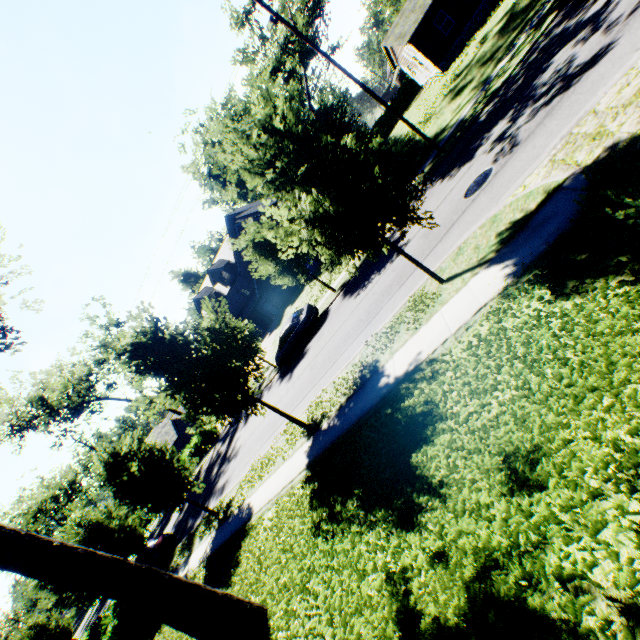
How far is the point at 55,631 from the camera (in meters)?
31.17

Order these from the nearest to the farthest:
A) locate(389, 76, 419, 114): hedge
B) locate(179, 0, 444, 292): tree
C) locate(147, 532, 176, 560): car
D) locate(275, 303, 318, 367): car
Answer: locate(179, 0, 444, 292): tree
locate(275, 303, 318, 367): car
locate(147, 532, 176, 560): car
locate(389, 76, 419, 114): hedge

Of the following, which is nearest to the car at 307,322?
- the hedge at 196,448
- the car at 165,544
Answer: the car at 165,544

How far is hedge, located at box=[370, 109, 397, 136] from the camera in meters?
49.1 m

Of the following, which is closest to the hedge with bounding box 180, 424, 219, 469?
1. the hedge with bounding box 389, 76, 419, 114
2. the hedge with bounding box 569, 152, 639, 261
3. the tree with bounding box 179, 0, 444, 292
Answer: the tree with bounding box 179, 0, 444, 292

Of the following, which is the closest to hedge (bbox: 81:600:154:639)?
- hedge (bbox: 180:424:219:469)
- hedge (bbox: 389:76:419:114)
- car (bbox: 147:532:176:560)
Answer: car (bbox: 147:532:176:560)

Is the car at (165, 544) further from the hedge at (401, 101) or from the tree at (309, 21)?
the hedge at (401, 101)

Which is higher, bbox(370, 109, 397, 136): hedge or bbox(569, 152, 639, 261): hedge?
bbox(370, 109, 397, 136): hedge
